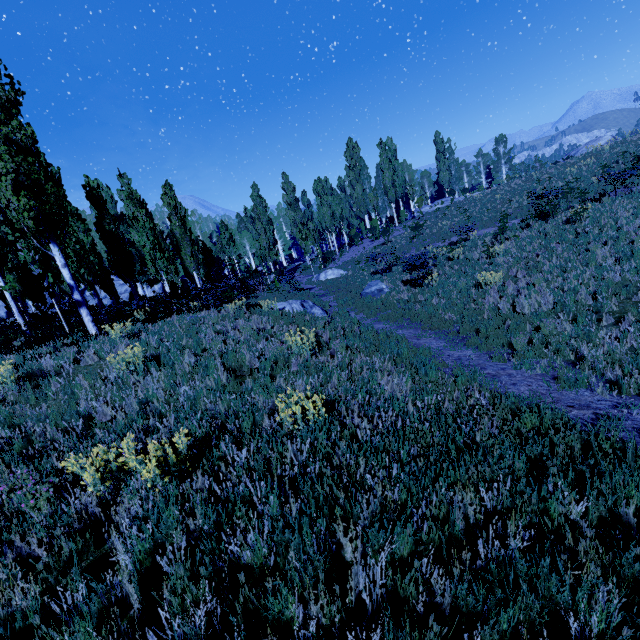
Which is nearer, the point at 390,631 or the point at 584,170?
the point at 390,631

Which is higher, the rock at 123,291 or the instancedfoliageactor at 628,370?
the rock at 123,291

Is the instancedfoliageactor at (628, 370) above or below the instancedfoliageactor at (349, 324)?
below

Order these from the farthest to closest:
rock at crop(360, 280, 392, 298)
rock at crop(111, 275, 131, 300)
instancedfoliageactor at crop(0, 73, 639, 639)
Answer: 1. rock at crop(111, 275, 131, 300)
2. rock at crop(360, 280, 392, 298)
3. instancedfoliageactor at crop(0, 73, 639, 639)

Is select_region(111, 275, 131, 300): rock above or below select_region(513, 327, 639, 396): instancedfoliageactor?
above

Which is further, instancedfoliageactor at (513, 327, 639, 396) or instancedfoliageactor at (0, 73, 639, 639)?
instancedfoliageactor at (513, 327, 639, 396)

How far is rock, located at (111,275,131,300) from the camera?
43.59m

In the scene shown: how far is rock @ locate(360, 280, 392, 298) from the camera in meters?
16.6 m
